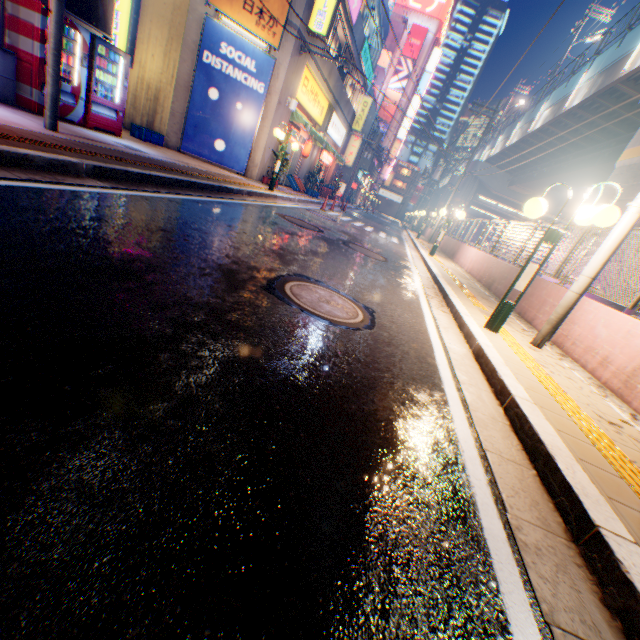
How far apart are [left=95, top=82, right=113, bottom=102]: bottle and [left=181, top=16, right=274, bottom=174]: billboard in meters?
3.4 m

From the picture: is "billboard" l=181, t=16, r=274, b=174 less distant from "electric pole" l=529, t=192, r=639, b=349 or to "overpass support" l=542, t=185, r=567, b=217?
"electric pole" l=529, t=192, r=639, b=349

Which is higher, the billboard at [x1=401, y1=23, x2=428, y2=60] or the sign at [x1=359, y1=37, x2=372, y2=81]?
the billboard at [x1=401, y1=23, x2=428, y2=60]

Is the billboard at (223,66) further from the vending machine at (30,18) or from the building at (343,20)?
the vending machine at (30,18)

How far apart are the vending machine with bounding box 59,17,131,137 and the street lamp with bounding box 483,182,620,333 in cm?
982

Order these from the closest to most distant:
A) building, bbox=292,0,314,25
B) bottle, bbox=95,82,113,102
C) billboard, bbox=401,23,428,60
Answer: bottle, bbox=95,82,113,102, building, bbox=292,0,314,25, billboard, bbox=401,23,428,60

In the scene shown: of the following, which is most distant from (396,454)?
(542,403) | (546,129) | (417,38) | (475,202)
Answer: (417,38)

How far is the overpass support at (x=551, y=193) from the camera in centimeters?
2723cm
